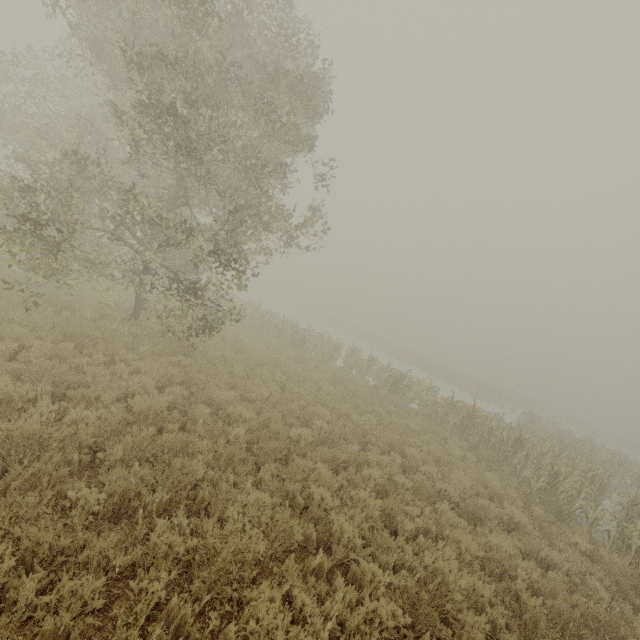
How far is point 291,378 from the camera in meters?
12.1
